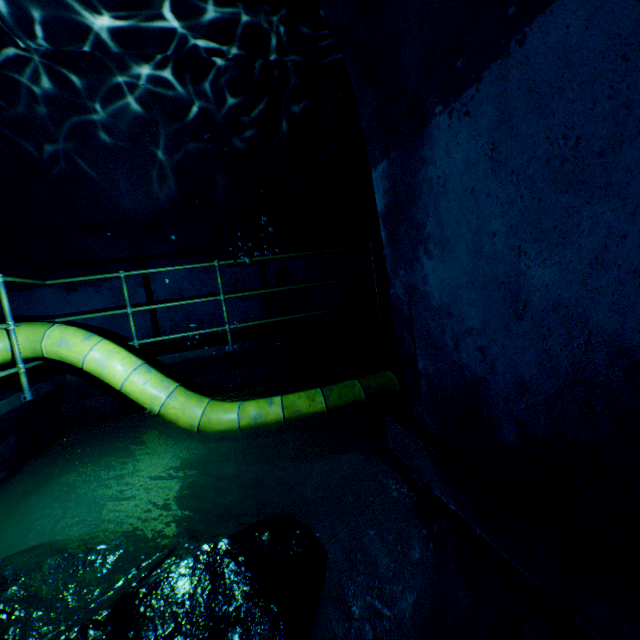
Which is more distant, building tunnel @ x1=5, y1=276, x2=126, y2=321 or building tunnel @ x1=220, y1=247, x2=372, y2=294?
building tunnel @ x1=220, y1=247, x2=372, y2=294

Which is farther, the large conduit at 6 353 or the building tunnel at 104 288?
the building tunnel at 104 288

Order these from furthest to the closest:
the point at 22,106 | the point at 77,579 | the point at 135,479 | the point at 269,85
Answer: the point at 269,85, the point at 22,106, the point at 135,479, the point at 77,579

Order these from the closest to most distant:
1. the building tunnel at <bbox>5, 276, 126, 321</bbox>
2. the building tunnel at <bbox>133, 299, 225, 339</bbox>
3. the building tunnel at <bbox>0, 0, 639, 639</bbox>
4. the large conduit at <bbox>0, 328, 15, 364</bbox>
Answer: the building tunnel at <bbox>0, 0, 639, 639</bbox>, the large conduit at <bbox>0, 328, 15, 364</bbox>, the building tunnel at <bbox>5, 276, 126, 321</bbox>, the building tunnel at <bbox>133, 299, 225, 339</bbox>

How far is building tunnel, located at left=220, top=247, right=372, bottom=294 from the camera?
6.14m

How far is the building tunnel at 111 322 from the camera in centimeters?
549cm

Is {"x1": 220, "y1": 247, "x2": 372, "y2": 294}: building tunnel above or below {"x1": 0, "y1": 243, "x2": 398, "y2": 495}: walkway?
above
